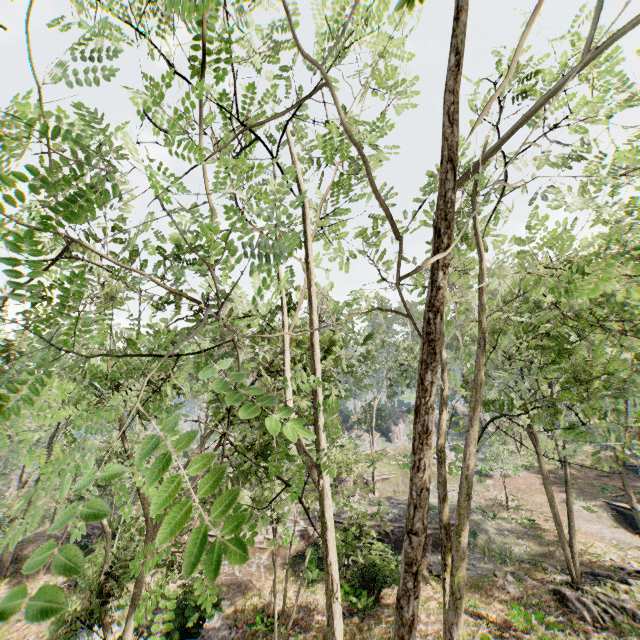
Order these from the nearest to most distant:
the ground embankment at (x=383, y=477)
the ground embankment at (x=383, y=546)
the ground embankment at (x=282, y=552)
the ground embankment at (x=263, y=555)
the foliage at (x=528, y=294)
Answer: the foliage at (x=528, y=294) < the ground embankment at (x=383, y=546) < the ground embankment at (x=263, y=555) < the ground embankment at (x=282, y=552) < the ground embankment at (x=383, y=477)

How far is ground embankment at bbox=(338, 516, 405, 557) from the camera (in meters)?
17.66

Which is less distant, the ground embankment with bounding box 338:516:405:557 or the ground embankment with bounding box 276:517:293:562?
the ground embankment with bounding box 338:516:405:557

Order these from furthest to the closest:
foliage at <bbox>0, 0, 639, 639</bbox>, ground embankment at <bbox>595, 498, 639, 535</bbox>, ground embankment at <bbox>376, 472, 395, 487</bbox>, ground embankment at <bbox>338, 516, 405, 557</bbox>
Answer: ground embankment at <bbox>376, 472, 395, 487</bbox>, ground embankment at <bbox>595, 498, 639, 535</bbox>, ground embankment at <bbox>338, 516, 405, 557</bbox>, foliage at <bbox>0, 0, 639, 639</bbox>

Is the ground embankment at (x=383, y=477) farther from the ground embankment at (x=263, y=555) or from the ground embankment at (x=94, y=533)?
the ground embankment at (x=94, y=533)

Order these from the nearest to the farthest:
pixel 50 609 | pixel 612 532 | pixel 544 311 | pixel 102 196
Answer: pixel 50 609 < pixel 544 311 < pixel 102 196 < pixel 612 532

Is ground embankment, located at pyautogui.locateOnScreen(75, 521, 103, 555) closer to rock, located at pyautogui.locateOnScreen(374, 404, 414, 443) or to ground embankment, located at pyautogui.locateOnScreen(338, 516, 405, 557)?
ground embankment, located at pyautogui.locateOnScreen(338, 516, 405, 557)

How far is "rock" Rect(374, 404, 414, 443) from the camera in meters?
50.3 m
